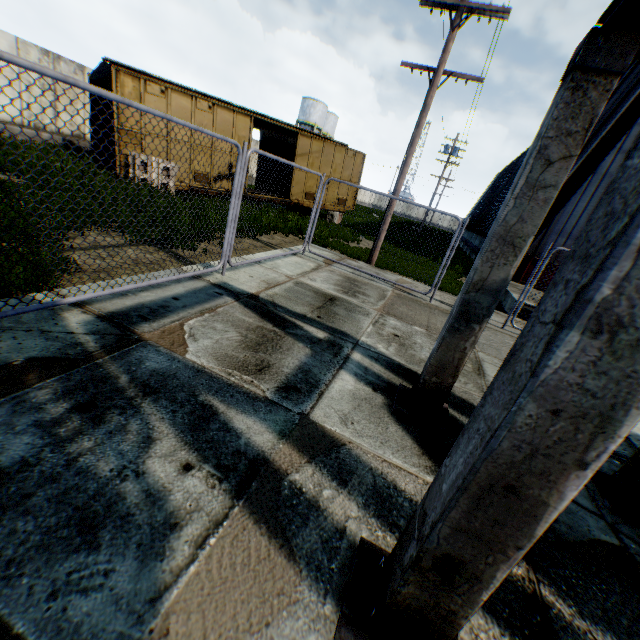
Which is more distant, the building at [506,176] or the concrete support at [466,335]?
the building at [506,176]

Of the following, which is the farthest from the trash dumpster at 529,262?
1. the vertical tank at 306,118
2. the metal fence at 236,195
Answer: the vertical tank at 306,118

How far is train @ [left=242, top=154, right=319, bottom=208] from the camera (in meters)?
15.48

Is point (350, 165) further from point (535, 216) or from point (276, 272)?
point (535, 216)

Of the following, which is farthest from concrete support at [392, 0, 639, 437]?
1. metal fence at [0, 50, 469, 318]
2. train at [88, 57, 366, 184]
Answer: train at [88, 57, 366, 184]

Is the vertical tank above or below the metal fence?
above

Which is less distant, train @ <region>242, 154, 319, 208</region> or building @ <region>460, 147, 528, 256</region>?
train @ <region>242, 154, 319, 208</region>

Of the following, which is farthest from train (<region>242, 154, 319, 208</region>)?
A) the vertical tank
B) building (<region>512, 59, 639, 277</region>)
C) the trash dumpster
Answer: the vertical tank
